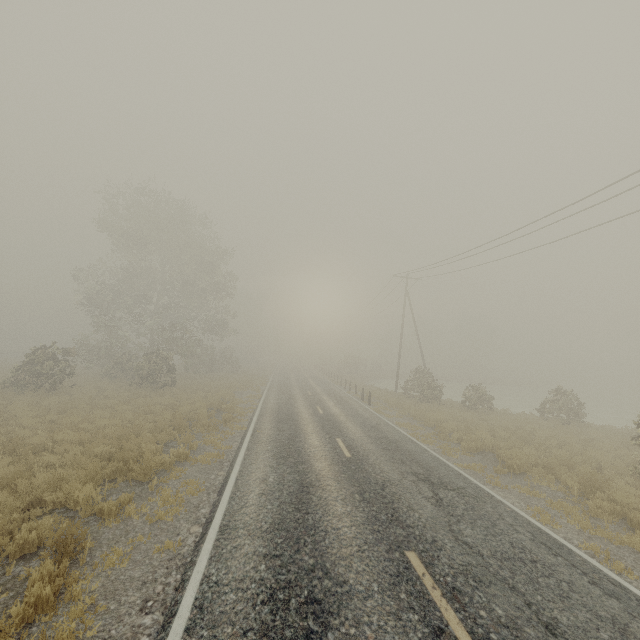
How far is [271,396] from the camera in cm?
2389
